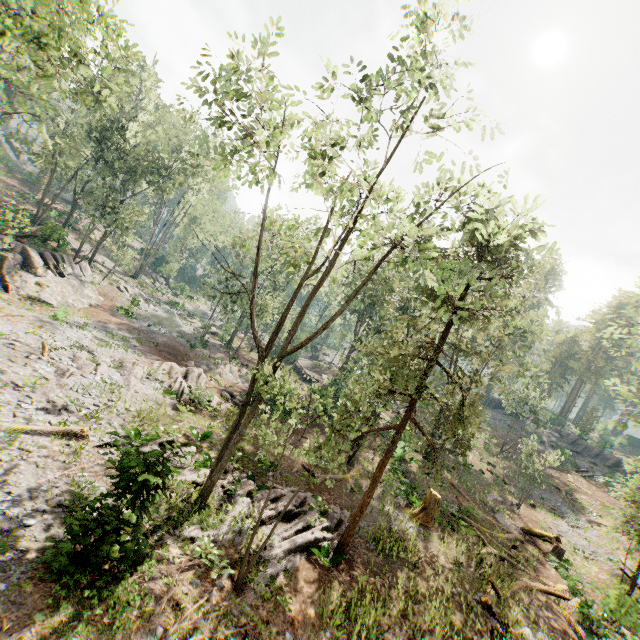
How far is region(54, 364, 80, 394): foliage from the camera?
14.6m

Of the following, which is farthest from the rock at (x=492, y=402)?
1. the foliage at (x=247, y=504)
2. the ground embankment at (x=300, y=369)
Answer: the ground embankment at (x=300, y=369)

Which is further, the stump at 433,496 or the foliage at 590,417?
the foliage at 590,417

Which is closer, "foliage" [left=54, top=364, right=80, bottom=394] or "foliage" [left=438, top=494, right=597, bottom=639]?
"foliage" [left=438, top=494, right=597, bottom=639]

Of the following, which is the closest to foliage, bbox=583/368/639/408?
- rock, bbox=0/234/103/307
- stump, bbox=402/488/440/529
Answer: rock, bbox=0/234/103/307

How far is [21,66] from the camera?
48.9m
